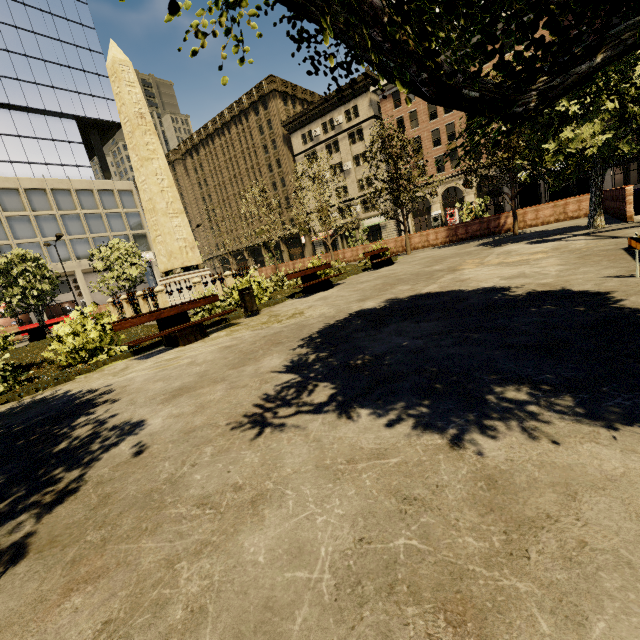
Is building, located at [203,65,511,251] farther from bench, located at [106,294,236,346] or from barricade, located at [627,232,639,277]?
barricade, located at [627,232,639,277]

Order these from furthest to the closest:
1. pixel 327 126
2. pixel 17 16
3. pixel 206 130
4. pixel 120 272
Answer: pixel 206 130 → pixel 327 126 → pixel 17 16 → pixel 120 272

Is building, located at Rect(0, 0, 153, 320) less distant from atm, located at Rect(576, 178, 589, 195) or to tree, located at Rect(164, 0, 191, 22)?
tree, located at Rect(164, 0, 191, 22)

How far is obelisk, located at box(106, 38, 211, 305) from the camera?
14.1m

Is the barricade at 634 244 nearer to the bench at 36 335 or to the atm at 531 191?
the atm at 531 191

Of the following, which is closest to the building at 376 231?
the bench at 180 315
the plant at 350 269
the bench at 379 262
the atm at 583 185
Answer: the atm at 583 185

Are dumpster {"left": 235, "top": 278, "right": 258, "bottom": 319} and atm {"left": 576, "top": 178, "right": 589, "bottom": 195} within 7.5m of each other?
no

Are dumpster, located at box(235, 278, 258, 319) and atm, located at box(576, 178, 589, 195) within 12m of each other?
no
